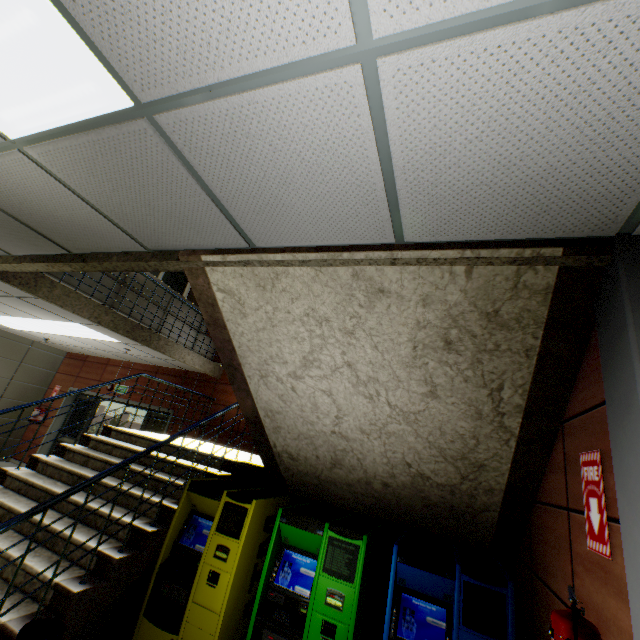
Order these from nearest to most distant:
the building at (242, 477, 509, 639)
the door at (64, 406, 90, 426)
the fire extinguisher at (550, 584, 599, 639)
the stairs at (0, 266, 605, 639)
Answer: the fire extinguisher at (550, 584, 599, 639) → the stairs at (0, 266, 605, 639) → the building at (242, 477, 509, 639) → the door at (64, 406, 90, 426)

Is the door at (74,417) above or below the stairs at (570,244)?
below

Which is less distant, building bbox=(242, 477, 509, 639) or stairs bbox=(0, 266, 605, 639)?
stairs bbox=(0, 266, 605, 639)

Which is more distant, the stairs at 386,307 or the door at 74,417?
the door at 74,417

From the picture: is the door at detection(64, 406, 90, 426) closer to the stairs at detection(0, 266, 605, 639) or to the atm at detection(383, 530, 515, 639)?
the stairs at detection(0, 266, 605, 639)

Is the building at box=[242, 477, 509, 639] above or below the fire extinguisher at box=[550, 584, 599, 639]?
below

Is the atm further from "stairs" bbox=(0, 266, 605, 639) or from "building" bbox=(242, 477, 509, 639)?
"building" bbox=(242, 477, 509, 639)

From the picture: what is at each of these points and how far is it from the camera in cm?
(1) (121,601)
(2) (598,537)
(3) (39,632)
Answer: (1) building, 300
(2) sign, 149
(3) garbage can, 217
